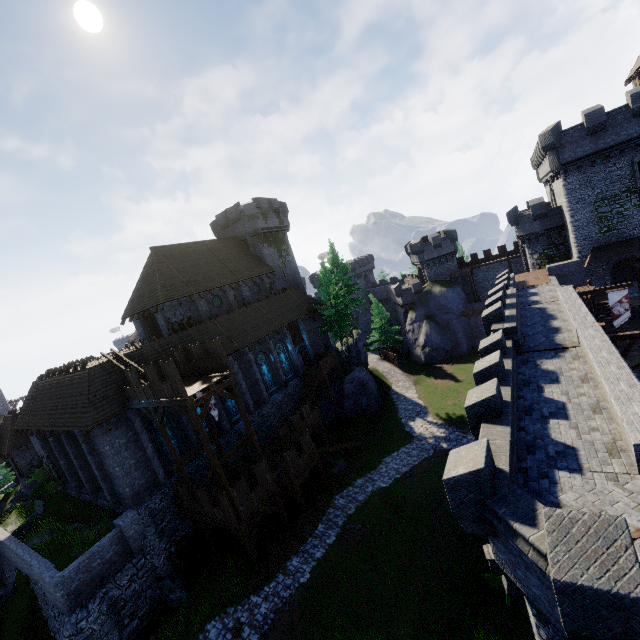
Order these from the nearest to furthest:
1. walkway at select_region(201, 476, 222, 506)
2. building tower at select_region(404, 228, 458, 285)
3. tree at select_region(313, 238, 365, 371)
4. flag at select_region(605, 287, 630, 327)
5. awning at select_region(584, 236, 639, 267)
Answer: walkway at select_region(201, 476, 222, 506)
flag at select_region(605, 287, 630, 327)
awning at select_region(584, 236, 639, 267)
tree at select_region(313, 238, 365, 371)
building tower at select_region(404, 228, 458, 285)

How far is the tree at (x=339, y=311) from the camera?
37.1 meters

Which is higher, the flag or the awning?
the awning

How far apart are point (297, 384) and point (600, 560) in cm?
2940

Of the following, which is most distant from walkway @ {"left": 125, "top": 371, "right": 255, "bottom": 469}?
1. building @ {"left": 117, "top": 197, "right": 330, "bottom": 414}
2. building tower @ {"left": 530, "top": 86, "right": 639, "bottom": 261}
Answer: building tower @ {"left": 530, "top": 86, "right": 639, "bottom": 261}

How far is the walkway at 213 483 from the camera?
21.02m

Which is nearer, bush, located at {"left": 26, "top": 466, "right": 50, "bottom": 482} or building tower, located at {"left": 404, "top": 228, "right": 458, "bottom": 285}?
bush, located at {"left": 26, "top": 466, "right": 50, "bottom": 482}

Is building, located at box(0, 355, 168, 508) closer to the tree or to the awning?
the tree
